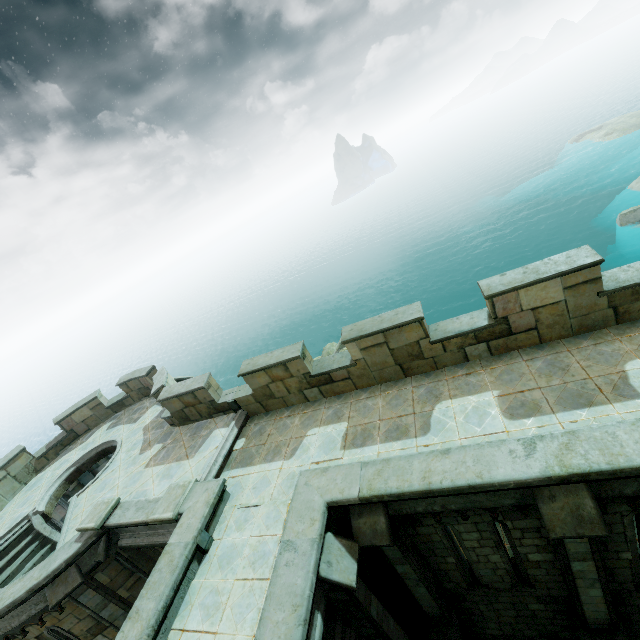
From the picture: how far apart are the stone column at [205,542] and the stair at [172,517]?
1.0 meters

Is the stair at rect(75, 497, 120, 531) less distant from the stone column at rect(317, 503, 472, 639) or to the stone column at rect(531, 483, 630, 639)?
the stone column at rect(317, 503, 472, 639)

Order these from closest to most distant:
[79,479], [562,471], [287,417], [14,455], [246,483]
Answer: [562,471] → [246,483] → [287,417] → [14,455] → [79,479]

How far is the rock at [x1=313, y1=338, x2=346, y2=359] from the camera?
29.4 meters

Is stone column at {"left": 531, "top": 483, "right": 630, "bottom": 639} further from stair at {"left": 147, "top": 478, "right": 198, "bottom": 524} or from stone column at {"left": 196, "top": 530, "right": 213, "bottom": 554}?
stair at {"left": 147, "top": 478, "right": 198, "bottom": 524}

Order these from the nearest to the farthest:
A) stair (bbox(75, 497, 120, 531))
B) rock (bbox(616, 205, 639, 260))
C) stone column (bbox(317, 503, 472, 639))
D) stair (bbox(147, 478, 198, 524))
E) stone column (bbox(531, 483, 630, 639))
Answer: stone column (bbox(531, 483, 630, 639))
stone column (bbox(317, 503, 472, 639))
stair (bbox(147, 478, 198, 524))
stair (bbox(75, 497, 120, 531))
rock (bbox(616, 205, 639, 260))

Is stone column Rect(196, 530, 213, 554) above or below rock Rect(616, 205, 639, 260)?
above

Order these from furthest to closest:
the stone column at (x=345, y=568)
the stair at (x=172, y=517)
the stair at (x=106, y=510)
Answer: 1. the stair at (x=106, y=510)
2. the stair at (x=172, y=517)
3. the stone column at (x=345, y=568)
